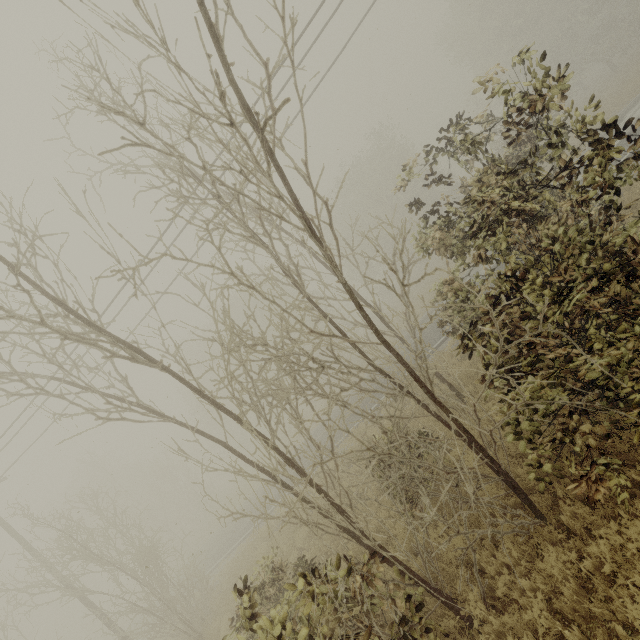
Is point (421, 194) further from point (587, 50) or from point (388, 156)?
point (587, 50)
